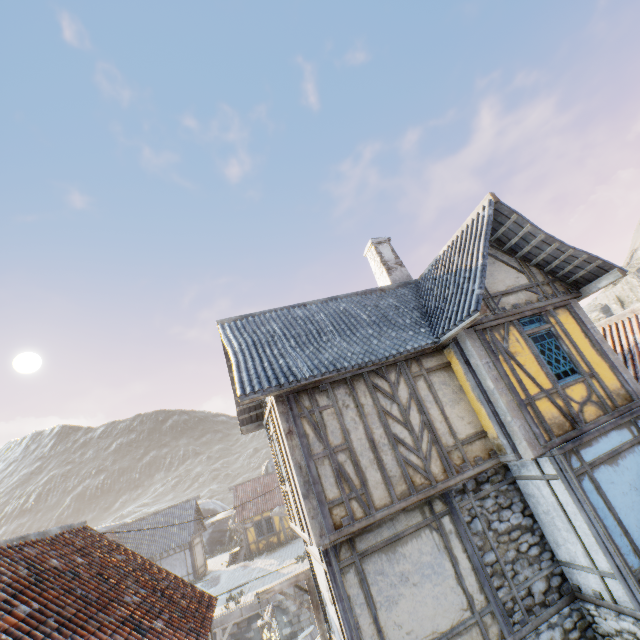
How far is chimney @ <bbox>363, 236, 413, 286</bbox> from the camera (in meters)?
12.17

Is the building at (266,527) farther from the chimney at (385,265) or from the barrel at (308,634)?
the chimney at (385,265)

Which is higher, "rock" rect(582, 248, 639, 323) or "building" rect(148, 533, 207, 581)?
"rock" rect(582, 248, 639, 323)

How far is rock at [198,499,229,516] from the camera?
47.5 meters

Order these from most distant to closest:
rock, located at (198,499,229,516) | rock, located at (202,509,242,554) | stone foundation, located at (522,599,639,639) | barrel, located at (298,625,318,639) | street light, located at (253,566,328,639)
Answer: rock, located at (198,499,229,516), rock, located at (202,509,242,554), barrel, located at (298,625,318,639), street light, located at (253,566,328,639), stone foundation, located at (522,599,639,639)

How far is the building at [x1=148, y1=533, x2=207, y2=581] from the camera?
26.3 meters

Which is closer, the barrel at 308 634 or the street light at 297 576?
the street light at 297 576

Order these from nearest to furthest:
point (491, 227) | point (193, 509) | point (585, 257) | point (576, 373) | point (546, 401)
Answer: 1. point (546, 401)
2. point (576, 373)
3. point (585, 257)
4. point (491, 227)
5. point (193, 509)
